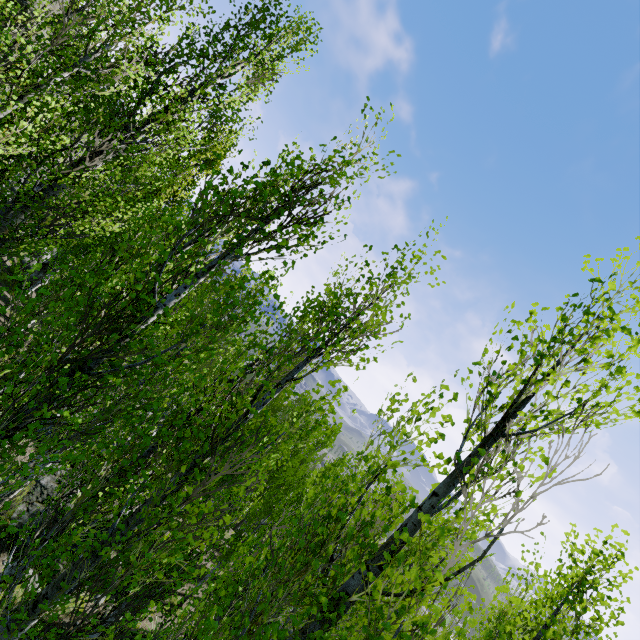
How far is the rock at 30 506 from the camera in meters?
8.9 m

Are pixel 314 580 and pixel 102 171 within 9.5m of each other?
no

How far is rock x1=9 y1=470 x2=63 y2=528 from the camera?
8.9m

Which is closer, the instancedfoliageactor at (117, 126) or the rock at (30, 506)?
the instancedfoliageactor at (117, 126)

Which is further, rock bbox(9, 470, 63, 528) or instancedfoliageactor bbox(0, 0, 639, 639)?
rock bbox(9, 470, 63, 528)

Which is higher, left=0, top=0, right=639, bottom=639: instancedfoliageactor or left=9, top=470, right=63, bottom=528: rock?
left=0, top=0, right=639, bottom=639: instancedfoliageactor
